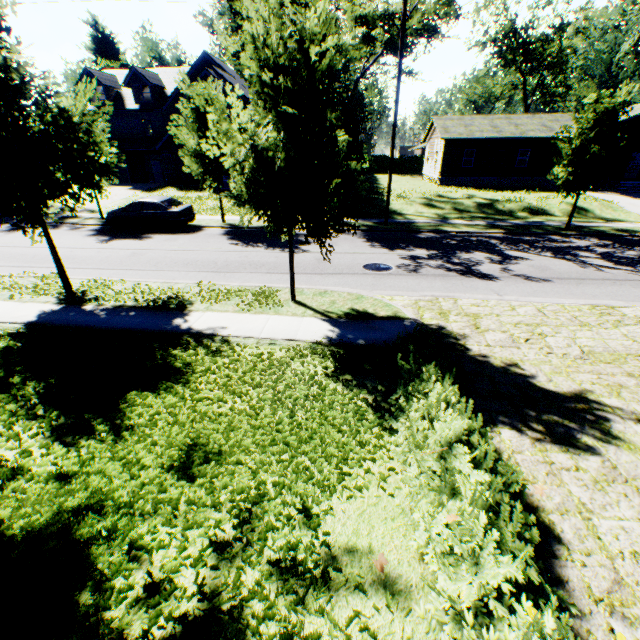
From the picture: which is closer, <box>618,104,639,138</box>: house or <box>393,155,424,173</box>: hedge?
<box>618,104,639,138</box>: house

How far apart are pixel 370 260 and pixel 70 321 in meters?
9.8

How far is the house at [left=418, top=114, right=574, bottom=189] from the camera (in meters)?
30.12

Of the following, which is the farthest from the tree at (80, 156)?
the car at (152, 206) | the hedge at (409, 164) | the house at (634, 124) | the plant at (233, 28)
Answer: the hedge at (409, 164)

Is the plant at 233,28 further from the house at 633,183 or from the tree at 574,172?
the house at 633,183

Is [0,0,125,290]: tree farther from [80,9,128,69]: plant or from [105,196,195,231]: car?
[105,196,195,231]: car

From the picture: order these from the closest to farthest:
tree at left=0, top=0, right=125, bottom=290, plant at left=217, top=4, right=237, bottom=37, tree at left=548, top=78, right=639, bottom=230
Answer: tree at left=0, top=0, right=125, bottom=290, tree at left=548, top=78, right=639, bottom=230, plant at left=217, top=4, right=237, bottom=37

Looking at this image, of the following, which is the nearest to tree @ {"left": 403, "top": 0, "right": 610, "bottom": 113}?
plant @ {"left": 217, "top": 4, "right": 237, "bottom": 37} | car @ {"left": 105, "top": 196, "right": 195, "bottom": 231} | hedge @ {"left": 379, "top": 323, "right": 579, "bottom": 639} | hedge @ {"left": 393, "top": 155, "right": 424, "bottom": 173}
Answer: plant @ {"left": 217, "top": 4, "right": 237, "bottom": 37}
